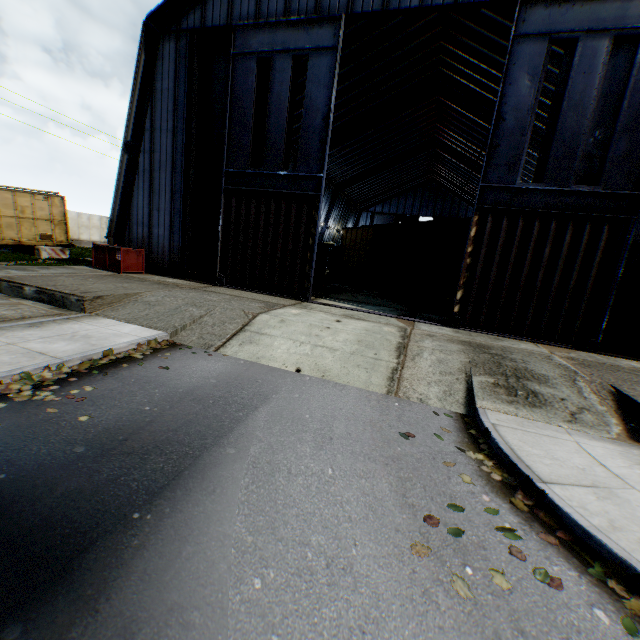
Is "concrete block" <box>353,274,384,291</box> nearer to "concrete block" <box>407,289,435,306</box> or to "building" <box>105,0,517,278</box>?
"concrete block" <box>407,289,435,306</box>

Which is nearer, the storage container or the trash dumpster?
the trash dumpster

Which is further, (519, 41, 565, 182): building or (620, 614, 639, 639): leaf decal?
(519, 41, 565, 182): building

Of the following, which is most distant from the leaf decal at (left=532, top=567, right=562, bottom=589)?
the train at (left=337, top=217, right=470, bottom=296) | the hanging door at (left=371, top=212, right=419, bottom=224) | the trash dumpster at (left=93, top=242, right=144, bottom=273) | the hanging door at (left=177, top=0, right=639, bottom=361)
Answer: the hanging door at (left=371, top=212, right=419, bottom=224)

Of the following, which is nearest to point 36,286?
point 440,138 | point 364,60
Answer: point 364,60

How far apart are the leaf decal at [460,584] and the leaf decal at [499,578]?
0.3m

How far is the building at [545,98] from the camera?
16.70m

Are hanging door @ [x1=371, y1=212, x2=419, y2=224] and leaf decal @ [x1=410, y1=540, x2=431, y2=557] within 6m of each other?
no
